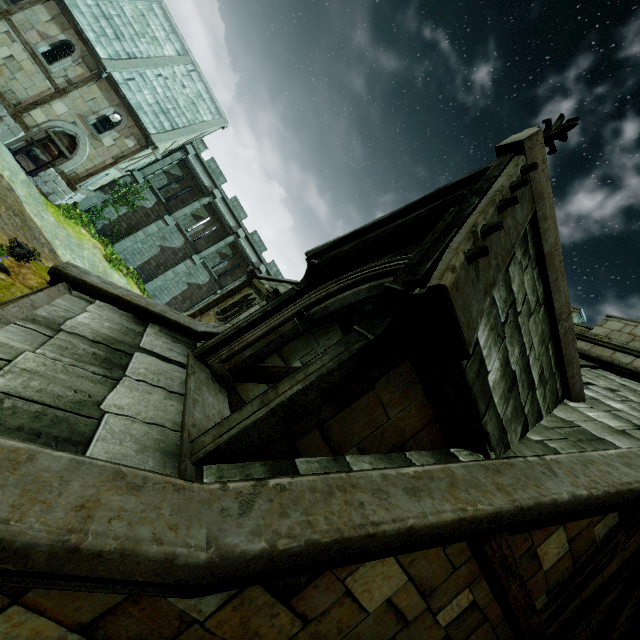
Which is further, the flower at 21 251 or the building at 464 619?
the flower at 21 251

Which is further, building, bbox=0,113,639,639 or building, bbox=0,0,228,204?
building, bbox=0,0,228,204

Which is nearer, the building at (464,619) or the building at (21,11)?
the building at (464,619)

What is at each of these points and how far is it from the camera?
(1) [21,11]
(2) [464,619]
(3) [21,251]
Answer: (1) building, 17.6m
(2) building, 3.4m
(3) flower, 13.4m

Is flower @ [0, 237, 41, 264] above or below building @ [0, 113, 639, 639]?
below

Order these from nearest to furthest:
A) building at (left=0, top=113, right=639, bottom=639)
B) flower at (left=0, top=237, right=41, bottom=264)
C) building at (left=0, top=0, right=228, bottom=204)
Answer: building at (left=0, top=113, right=639, bottom=639) → flower at (left=0, top=237, right=41, bottom=264) → building at (left=0, top=0, right=228, bottom=204)

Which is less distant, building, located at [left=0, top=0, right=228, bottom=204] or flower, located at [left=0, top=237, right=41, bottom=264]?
flower, located at [left=0, top=237, right=41, bottom=264]
